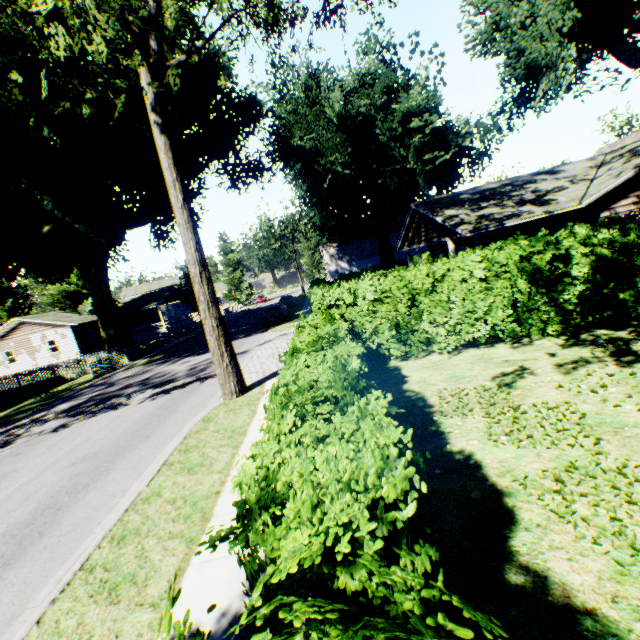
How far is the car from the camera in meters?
26.7 m

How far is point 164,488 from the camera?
6.5 meters

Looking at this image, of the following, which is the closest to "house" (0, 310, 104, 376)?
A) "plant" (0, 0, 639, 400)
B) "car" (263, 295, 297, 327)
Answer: "plant" (0, 0, 639, 400)

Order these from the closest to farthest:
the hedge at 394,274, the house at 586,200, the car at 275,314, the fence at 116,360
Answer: the hedge at 394,274, the house at 586,200, the fence at 116,360, the car at 275,314

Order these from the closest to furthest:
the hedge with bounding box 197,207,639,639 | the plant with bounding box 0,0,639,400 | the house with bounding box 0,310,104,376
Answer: the hedge with bounding box 197,207,639,639
the plant with bounding box 0,0,639,400
the house with bounding box 0,310,104,376

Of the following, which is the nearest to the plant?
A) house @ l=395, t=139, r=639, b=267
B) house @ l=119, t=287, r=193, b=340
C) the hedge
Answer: house @ l=119, t=287, r=193, b=340

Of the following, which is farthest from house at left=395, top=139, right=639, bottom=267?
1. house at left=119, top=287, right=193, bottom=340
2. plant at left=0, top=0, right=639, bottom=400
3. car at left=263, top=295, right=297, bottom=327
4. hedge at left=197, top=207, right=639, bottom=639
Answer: house at left=119, top=287, right=193, bottom=340

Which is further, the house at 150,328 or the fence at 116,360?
the house at 150,328
